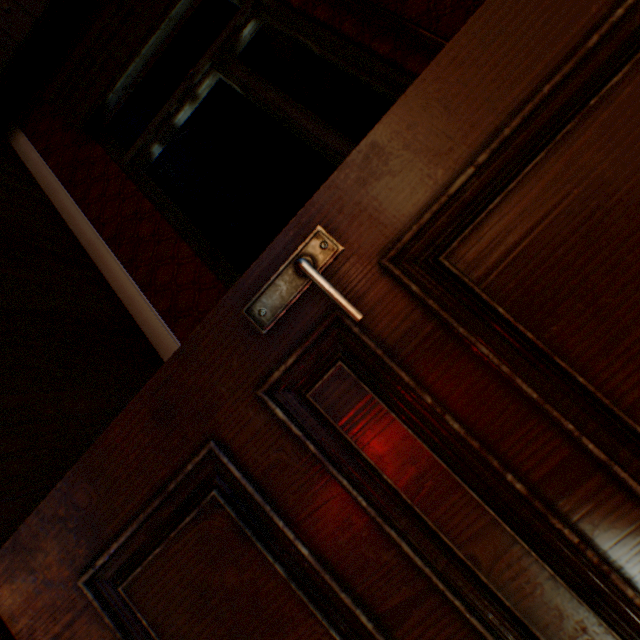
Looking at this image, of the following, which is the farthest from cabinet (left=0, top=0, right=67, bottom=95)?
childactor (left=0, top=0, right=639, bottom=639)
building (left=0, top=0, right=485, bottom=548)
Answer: childactor (left=0, top=0, right=639, bottom=639)

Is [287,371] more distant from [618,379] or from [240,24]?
[240,24]

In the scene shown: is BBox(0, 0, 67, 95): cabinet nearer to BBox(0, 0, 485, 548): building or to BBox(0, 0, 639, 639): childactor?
BBox(0, 0, 485, 548): building

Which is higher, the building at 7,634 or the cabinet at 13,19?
the cabinet at 13,19

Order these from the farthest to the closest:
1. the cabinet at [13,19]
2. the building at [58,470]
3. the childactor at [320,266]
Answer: the cabinet at [13,19] < the building at [58,470] < the childactor at [320,266]

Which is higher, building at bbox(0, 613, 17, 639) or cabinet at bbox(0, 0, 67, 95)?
cabinet at bbox(0, 0, 67, 95)
